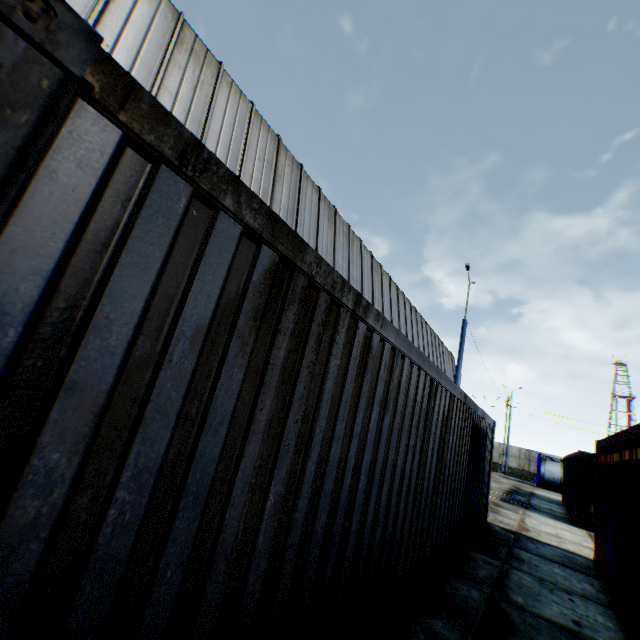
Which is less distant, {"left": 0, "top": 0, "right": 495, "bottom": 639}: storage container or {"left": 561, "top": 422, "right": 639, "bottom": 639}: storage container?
{"left": 0, "top": 0, "right": 495, "bottom": 639}: storage container

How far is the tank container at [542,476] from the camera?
28.64m

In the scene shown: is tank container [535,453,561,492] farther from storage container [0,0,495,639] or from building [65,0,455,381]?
storage container [0,0,495,639]

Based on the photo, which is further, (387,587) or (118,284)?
(387,587)

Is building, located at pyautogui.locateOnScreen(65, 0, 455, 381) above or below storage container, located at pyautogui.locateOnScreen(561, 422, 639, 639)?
above

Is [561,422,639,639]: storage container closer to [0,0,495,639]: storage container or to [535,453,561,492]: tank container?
[0,0,495,639]: storage container

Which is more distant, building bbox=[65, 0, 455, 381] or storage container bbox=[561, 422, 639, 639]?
building bbox=[65, 0, 455, 381]

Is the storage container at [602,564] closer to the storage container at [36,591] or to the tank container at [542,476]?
the storage container at [36,591]
